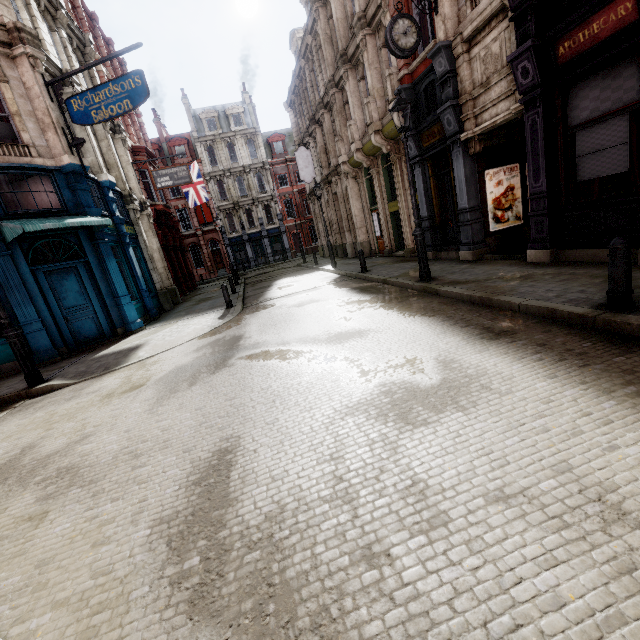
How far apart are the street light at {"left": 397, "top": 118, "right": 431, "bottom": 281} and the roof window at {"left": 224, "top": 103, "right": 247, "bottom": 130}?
38.6 meters

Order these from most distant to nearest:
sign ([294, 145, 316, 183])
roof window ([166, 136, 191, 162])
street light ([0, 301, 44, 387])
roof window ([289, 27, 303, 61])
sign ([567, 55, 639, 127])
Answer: roof window ([166, 136, 191, 162]) → roof window ([289, 27, 303, 61]) → sign ([294, 145, 316, 183]) → street light ([0, 301, 44, 387]) → sign ([567, 55, 639, 127])

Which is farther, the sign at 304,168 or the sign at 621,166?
the sign at 304,168

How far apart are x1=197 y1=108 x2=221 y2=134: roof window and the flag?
18.25m

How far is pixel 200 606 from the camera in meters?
2.0 m

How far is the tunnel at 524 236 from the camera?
9.62m

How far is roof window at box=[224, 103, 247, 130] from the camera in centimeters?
3947cm

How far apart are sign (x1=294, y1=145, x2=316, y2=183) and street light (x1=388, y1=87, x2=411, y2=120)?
16.11m
